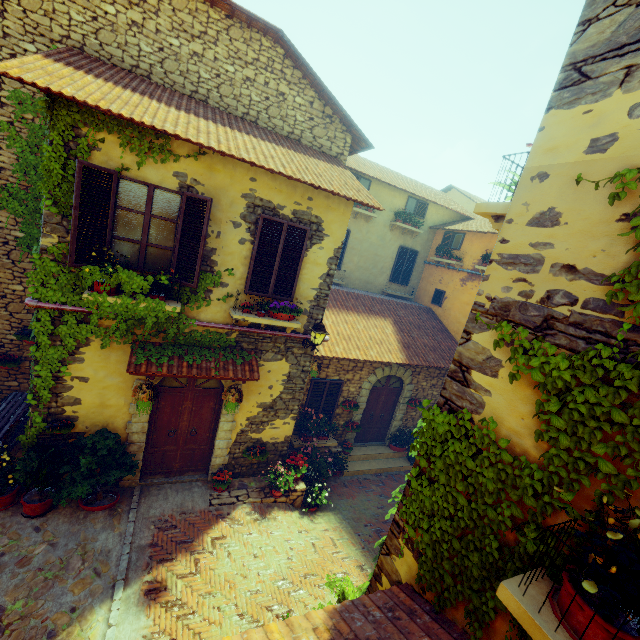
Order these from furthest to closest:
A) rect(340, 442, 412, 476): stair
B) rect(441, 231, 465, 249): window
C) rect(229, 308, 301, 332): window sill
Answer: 1. rect(441, 231, 465, 249): window
2. rect(340, 442, 412, 476): stair
3. rect(229, 308, 301, 332): window sill

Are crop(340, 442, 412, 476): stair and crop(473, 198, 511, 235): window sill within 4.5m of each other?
no

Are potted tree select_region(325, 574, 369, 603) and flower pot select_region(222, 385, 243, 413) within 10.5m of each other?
yes

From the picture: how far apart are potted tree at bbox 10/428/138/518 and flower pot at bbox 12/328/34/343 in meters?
2.9 m

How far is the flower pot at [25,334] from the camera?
7.59m

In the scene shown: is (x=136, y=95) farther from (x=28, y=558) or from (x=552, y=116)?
(x=28, y=558)

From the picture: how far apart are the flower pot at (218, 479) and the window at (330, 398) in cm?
271

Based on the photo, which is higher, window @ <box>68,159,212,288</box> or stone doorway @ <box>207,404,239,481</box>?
window @ <box>68,159,212,288</box>
